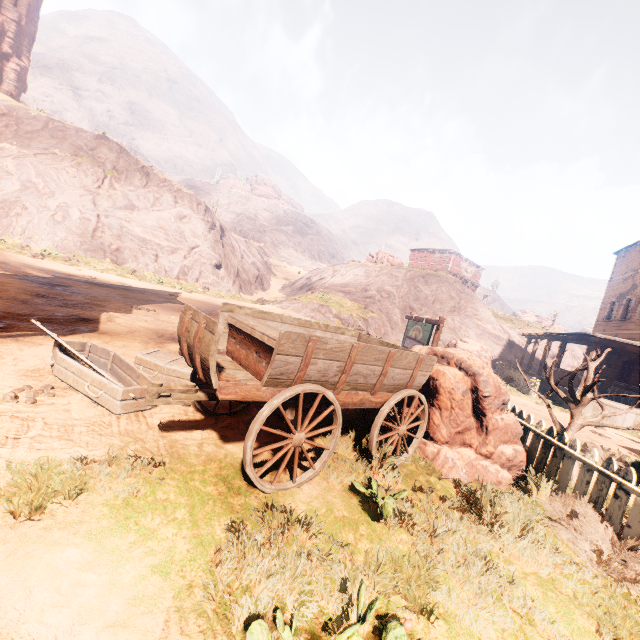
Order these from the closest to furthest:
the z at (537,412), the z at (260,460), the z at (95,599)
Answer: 1. the z at (95,599)
2. the z at (260,460)
3. the z at (537,412)

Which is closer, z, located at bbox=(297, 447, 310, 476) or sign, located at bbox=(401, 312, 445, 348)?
z, located at bbox=(297, 447, 310, 476)

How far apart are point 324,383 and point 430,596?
1.97m

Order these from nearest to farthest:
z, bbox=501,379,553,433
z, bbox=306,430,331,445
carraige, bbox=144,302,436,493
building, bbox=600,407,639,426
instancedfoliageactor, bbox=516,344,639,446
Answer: carraige, bbox=144,302,436,493 < z, bbox=306,430,331,445 < instancedfoliageactor, bbox=516,344,639,446 < z, bbox=501,379,553,433 < building, bbox=600,407,639,426

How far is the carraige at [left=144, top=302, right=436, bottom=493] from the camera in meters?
3.1

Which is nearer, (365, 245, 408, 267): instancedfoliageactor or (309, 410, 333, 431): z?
(309, 410, 333, 431): z

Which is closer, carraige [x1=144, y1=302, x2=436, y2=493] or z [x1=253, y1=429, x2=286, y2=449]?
carraige [x1=144, y1=302, x2=436, y2=493]

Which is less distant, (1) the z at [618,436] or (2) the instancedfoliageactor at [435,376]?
(2) the instancedfoliageactor at [435,376]
